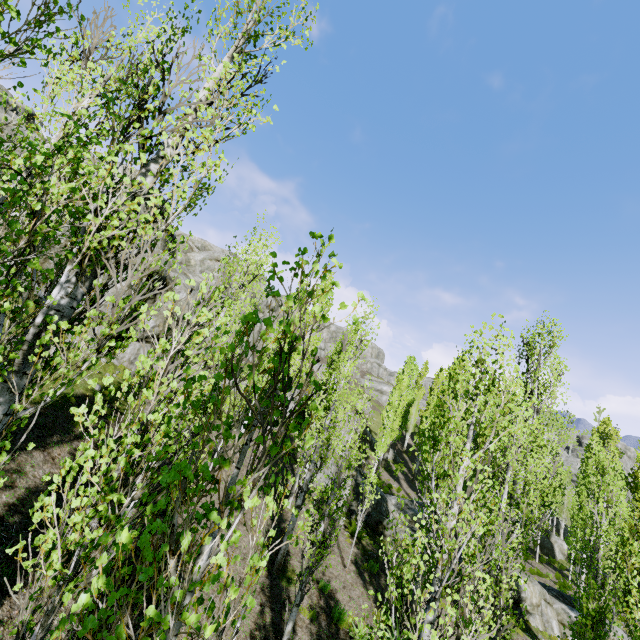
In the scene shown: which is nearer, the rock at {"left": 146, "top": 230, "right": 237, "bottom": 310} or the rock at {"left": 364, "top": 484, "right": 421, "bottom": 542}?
the rock at {"left": 364, "top": 484, "right": 421, "bottom": 542}

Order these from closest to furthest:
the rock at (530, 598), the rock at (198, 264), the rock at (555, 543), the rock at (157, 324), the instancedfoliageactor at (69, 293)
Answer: the instancedfoliageactor at (69, 293)
the rock at (530, 598)
the rock at (157, 324)
the rock at (198, 264)
the rock at (555, 543)

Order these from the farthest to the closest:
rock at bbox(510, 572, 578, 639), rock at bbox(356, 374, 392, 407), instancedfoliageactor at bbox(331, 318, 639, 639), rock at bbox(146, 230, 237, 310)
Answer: rock at bbox(356, 374, 392, 407)
rock at bbox(146, 230, 237, 310)
rock at bbox(510, 572, 578, 639)
instancedfoliageactor at bbox(331, 318, 639, 639)

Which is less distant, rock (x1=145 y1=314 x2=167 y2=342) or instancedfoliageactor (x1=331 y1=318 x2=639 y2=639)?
instancedfoliageactor (x1=331 y1=318 x2=639 y2=639)

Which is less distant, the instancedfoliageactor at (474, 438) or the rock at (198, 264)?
the instancedfoliageactor at (474, 438)

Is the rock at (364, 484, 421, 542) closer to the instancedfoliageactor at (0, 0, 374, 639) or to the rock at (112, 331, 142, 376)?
the instancedfoliageactor at (0, 0, 374, 639)

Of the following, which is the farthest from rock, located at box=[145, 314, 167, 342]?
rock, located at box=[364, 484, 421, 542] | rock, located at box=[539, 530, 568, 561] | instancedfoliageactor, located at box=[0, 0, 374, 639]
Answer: rock, located at box=[539, 530, 568, 561]

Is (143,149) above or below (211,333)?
above
